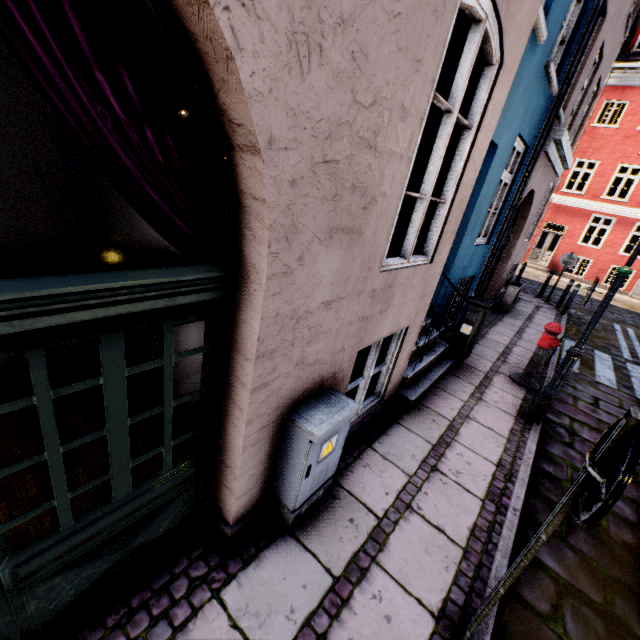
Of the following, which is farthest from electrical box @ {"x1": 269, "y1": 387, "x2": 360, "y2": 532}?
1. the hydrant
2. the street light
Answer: the hydrant

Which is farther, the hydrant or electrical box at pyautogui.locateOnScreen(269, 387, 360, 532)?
the hydrant

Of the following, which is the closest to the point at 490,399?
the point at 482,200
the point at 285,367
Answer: the point at 482,200

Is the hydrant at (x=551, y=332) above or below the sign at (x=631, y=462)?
below

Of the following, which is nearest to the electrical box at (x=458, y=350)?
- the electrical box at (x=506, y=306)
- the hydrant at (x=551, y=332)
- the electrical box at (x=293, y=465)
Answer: the hydrant at (x=551, y=332)

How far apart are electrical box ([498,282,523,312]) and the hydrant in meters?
4.5

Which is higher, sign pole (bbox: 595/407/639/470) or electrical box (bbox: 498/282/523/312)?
sign pole (bbox: 595/407/639/470)

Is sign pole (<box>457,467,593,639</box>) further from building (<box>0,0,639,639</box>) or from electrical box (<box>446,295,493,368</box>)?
electrical box (<box>446,295,493,368</box>)
